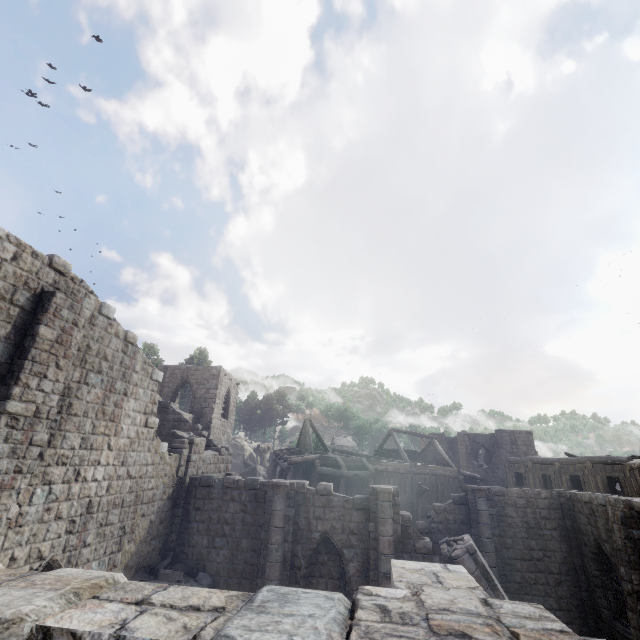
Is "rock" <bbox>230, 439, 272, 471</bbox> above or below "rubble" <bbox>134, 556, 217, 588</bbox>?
above

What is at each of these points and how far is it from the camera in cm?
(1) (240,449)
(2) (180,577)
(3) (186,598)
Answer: (1) rock, 4703
(2) rubble, 1280
(3) building, 217

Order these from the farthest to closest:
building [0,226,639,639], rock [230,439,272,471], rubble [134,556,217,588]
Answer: rock [230,439,272,471] → rubble [134,556,217,588] → building [0,226,639,639]

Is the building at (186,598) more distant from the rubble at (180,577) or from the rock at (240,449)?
the rock at (240,449)

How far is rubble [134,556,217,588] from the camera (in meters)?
12.33

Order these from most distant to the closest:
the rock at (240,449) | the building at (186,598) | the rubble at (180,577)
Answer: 1. the rock at (240,449)
2. the rubble at (180,577)
3. the building at (186,598)

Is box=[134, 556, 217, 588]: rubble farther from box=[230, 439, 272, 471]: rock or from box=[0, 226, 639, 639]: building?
box=[230, 439, 272, 471]: rock

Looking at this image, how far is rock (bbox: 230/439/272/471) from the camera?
46.28m
